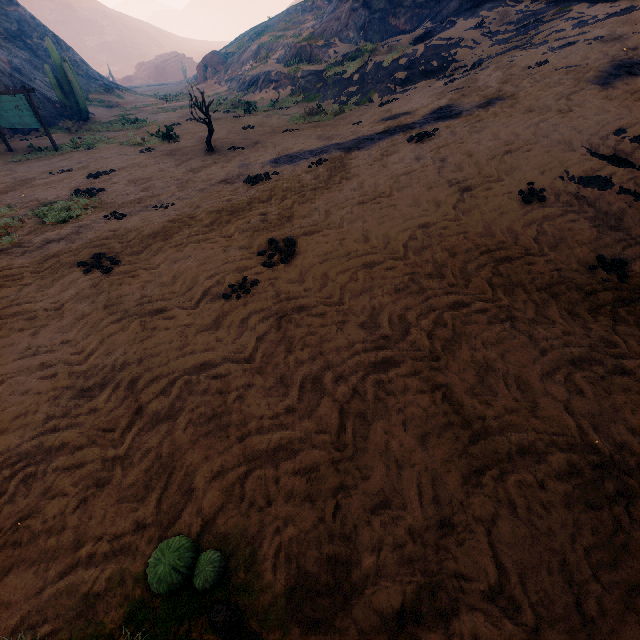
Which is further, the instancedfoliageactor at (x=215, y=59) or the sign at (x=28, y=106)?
the instancedfoliageactor at (x=215, y=59)

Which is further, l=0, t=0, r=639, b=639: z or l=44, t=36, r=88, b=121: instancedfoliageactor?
l=44, t=36, r=88, b=121: instancedfoliageactor

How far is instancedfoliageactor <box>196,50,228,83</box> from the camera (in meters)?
37.38

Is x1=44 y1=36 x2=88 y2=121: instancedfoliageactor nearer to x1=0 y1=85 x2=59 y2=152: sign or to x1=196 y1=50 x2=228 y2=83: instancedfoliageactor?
x1=0 y1=85 x2=59 y2=152: sign

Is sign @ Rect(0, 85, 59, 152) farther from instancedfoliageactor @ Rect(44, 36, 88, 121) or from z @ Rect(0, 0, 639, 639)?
instancedfoliageactor @ Rect(44, 36, 88, 121)

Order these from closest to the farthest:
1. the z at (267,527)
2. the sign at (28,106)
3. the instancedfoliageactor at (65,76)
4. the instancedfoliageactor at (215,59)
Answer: the z at (267,527), the sign at (28,106), the instancedfoliageactor at (65,76), the instancedfoliageactor at (215,59)

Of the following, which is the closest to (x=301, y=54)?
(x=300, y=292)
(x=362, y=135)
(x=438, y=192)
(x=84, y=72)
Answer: (x=362, y=135)
